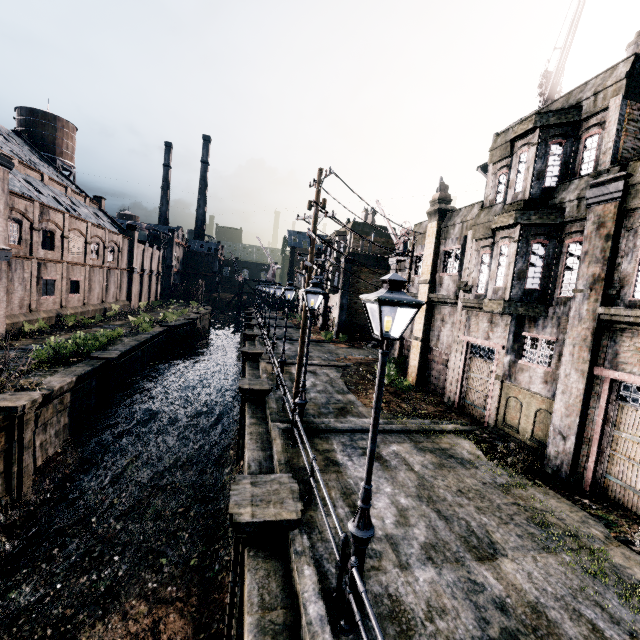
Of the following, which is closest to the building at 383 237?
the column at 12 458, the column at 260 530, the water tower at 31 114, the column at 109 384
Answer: the column at 109 384

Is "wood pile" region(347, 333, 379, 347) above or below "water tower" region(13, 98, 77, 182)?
below

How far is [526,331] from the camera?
13.05m

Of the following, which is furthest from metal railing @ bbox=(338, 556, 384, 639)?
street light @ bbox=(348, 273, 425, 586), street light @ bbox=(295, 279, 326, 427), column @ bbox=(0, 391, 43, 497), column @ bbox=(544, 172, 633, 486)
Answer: column @ bbox=(0, 391, 43, 497)

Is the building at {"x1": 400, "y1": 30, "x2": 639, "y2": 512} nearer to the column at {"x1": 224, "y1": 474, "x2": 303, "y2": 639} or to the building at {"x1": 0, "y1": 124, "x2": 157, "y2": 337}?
the column at {"x1": 224, "y1": 474, "x2": 303, "y2": 639}

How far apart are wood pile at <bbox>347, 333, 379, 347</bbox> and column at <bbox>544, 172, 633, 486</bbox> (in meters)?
25.51

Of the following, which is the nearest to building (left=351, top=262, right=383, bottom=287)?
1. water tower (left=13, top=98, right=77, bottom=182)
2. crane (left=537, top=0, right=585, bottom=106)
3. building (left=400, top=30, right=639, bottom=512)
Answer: building (left=400, top=30, right=639, bottom=512)

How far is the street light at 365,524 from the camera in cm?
489
